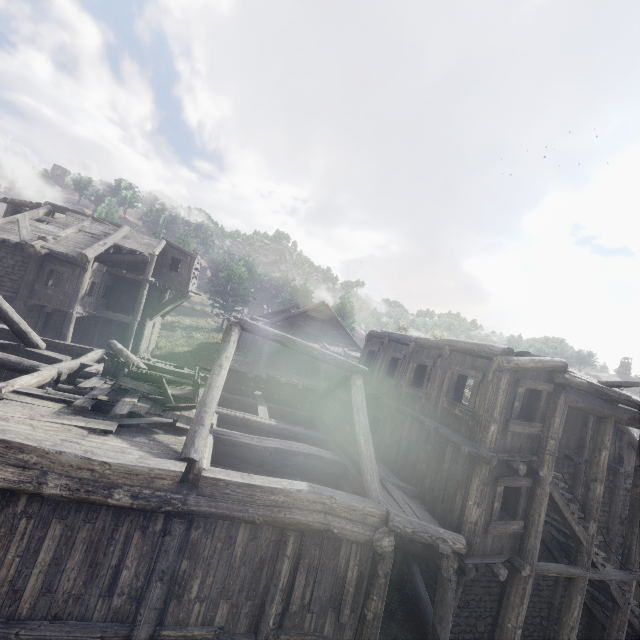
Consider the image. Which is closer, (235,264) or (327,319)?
(327,319)

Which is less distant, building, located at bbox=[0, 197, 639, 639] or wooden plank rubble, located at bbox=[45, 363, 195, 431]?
building, located at bbox=[0, 197, 639, 639]

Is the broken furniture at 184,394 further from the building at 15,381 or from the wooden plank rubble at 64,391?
the building at 15,381

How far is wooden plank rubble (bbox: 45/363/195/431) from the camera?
7.98m

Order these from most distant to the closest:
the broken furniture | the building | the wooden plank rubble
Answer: the broken furniture → the wooden plank rubble → the building

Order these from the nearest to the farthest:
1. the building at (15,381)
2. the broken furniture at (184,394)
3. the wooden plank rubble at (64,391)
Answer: the building at (15,381), the wooden plank rubble at (64,391), the broken furniture at (184,394)

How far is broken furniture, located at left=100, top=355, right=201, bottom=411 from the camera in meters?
9.1 m

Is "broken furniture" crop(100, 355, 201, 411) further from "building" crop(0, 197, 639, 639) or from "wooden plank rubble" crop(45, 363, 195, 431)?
"building" crop(0, 197, 639, 639)
